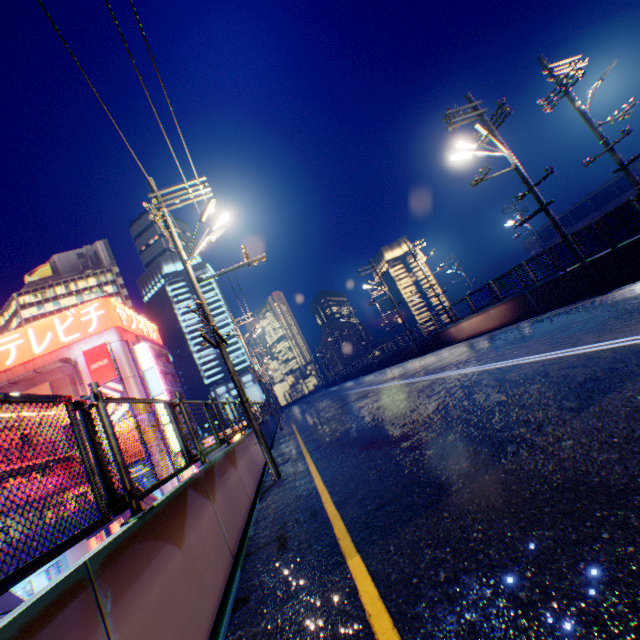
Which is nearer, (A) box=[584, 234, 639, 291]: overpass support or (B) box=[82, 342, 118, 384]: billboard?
(A) box=[584, 234, 639, 291]: overpass support

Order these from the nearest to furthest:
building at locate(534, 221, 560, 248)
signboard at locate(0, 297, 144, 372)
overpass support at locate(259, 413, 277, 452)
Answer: overpass support at locate(259, 413, 277, 452), signboard at locate(0, 297, 144, 372), building at locate(534, 221, 560, 248)

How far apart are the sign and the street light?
32.24m

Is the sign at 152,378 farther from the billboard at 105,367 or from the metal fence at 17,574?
the metal fence at 17,574

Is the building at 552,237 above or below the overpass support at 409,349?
above

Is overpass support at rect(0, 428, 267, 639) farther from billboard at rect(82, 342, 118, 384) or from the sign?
billboard at rect(82, 342, 118, 384)

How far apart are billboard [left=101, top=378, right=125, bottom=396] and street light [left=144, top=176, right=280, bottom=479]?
31.03m

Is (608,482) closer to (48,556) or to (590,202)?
(48,556)
